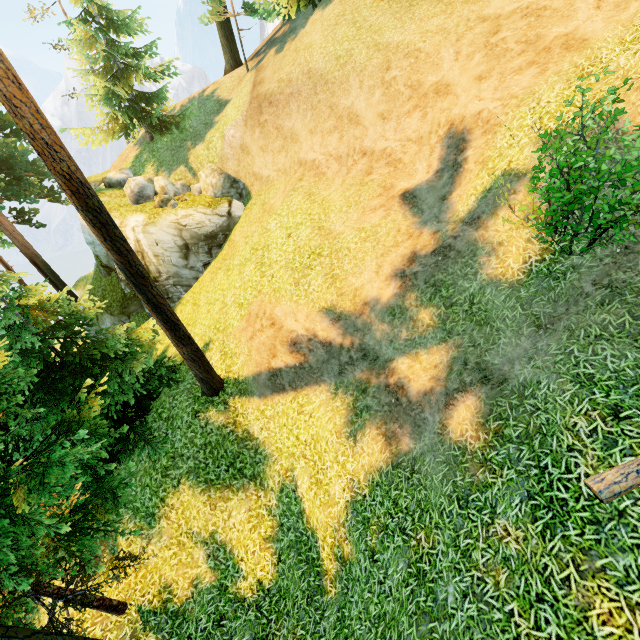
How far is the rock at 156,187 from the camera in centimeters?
1727cm

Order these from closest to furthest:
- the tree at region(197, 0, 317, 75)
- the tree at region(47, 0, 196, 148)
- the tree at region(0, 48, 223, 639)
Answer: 1. the tree at region(0, 48, 223, 639)
2. the tree at region(197, 0, 317, 75)
3. the tree at region(47, 0, 196, 148)

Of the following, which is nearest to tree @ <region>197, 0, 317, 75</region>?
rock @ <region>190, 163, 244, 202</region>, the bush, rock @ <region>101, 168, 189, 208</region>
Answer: rock @ <region>101, 168, 189, 208</region>

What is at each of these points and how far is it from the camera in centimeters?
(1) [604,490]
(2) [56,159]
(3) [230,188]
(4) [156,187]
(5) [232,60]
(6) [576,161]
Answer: (1) log, 400cm
(2) tree, 628cm
(3) rock, 1809cm
(4) rock, 1886cm
(5) tree, 2205cm
(6) bush, 602cm

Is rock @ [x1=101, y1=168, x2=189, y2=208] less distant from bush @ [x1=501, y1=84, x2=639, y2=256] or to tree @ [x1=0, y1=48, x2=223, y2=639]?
tree @ [x1=0, y1=48, x2=223, y2=639]

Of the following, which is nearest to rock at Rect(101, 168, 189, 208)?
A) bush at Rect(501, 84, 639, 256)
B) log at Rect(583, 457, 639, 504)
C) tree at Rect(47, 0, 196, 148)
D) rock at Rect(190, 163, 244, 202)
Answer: rock at Rect(190, 163, 244, 202)

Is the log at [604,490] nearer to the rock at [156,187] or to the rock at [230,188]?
the rock at [230,188]

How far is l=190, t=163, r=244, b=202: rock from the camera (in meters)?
17.61
